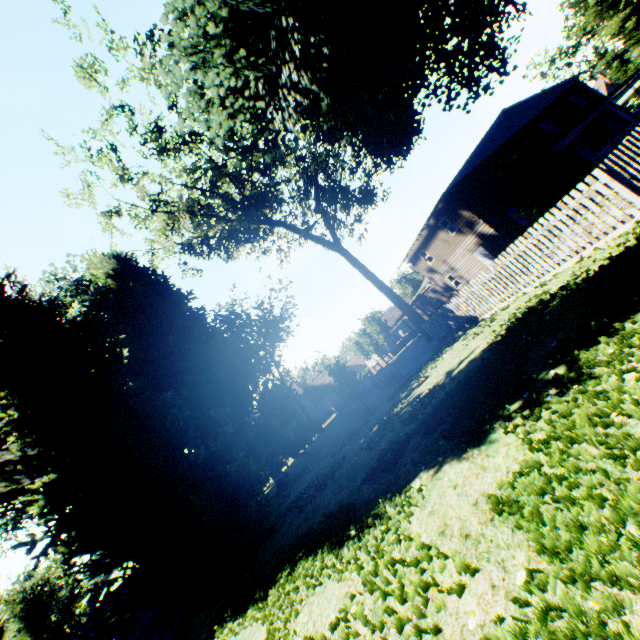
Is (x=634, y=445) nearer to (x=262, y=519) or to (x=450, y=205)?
(x=262, y=519)

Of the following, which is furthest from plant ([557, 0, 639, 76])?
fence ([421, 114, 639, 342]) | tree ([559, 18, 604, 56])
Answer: tree ([559, 18, 604, 56])

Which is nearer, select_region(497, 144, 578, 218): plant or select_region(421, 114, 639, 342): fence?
select_region(421, 114, 639, 342): fence

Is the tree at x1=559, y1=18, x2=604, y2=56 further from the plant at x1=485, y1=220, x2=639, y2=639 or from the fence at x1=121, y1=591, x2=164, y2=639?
the plant at x1=485, y1=220, x2=639, y2=639

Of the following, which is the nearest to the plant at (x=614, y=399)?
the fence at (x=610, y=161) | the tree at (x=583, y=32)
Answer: the fence at (x=610, y=161)

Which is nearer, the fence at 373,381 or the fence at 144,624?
the fence at 144,624

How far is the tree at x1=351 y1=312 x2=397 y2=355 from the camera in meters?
48.6 m
